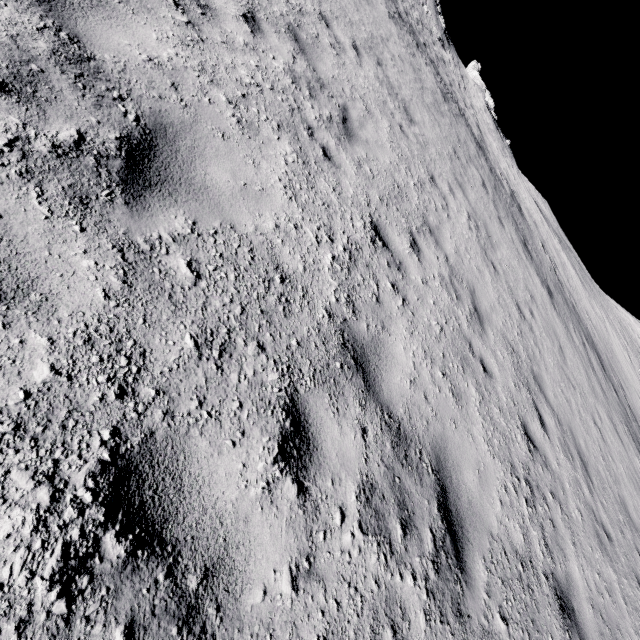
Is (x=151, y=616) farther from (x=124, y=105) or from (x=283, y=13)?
(x=283, y=13)
